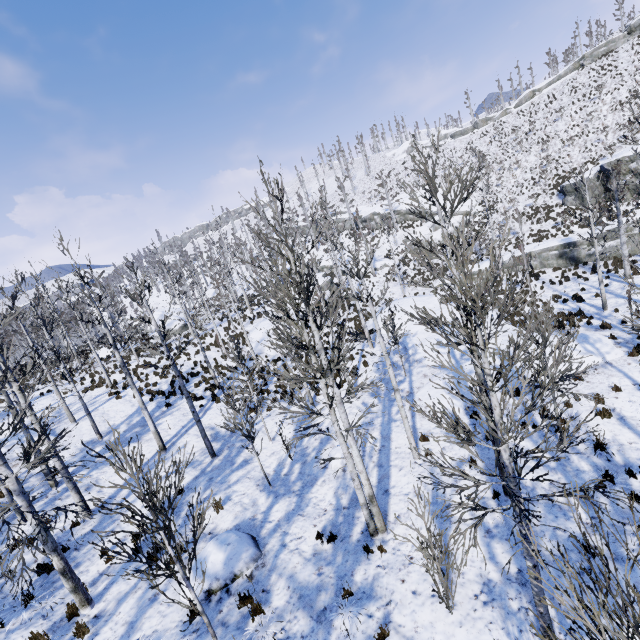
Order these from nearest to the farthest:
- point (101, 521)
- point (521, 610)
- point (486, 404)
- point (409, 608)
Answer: point (486, 404)
point (521, 610)
point (409, 608)
point (101, 521)

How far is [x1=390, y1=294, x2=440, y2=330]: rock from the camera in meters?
22.4 m

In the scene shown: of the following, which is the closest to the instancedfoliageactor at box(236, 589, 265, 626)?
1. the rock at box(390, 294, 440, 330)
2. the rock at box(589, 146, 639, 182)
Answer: the rock at box(390, 294, 440, 330)

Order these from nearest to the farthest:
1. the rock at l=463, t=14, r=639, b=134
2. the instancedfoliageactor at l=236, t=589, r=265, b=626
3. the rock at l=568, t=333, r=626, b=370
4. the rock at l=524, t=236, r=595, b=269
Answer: the instancedfoliageactor at l=236, t=589, r=265, b=626 < the rock at l=568, t=333, r=626, b=370 < the rock at l=524, t=236, r=595, b=269 < the rock at l=463, t=14, r=639, b=134

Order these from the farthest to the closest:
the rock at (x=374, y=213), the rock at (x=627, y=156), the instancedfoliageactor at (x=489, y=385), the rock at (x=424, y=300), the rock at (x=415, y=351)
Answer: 1. the rock at (x=374, y=213)
2. the rock at (x=627, y=156)
3. the rock at (x=424, y=300)
4. the rock at (x=415, y=351)
5. the instancedfoliageactor at (x=489, y=385)

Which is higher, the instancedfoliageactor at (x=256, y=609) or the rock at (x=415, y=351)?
the rock at (x=415, y=351)

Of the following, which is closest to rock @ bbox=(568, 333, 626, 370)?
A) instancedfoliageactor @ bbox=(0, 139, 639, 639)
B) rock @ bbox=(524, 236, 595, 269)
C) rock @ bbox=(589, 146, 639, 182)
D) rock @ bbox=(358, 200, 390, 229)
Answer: instancedfoliageactor @ bbox=(0, 139, 639, 639)

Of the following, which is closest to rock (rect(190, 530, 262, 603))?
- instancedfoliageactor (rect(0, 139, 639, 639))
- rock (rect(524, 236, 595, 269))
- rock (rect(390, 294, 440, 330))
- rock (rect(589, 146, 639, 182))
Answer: instancedfoliageactor (rect(0, 139, 639, 639))
